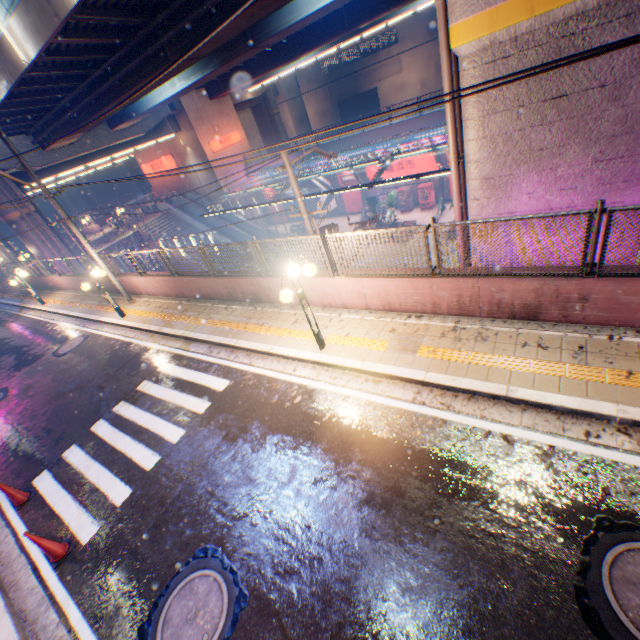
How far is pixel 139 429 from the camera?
8.0m

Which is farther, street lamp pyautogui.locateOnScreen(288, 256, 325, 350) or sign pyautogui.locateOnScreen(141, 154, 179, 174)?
sign pyautogui.locateOnScreen(141, 154, 179, 174)

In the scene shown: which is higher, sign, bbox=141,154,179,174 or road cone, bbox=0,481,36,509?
sign, bbox=141,154,179,174

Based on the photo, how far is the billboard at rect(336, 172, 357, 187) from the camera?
30.94m

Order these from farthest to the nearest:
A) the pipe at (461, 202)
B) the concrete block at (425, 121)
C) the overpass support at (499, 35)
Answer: the concrete block at (425, 121)
the pipe at (461, 202)
the overpass support at (499, 35)

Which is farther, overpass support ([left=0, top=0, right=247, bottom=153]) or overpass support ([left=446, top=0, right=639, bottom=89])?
overpass support ([left=0, top=0, right=247, bottom=153])

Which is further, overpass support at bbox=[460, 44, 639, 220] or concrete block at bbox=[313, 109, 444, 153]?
concrete block at bbox=[313, 109, 444, 153]

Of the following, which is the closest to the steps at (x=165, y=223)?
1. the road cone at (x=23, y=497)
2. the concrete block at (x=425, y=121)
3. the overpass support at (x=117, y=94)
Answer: the overpass support at (x=117, y=94)
